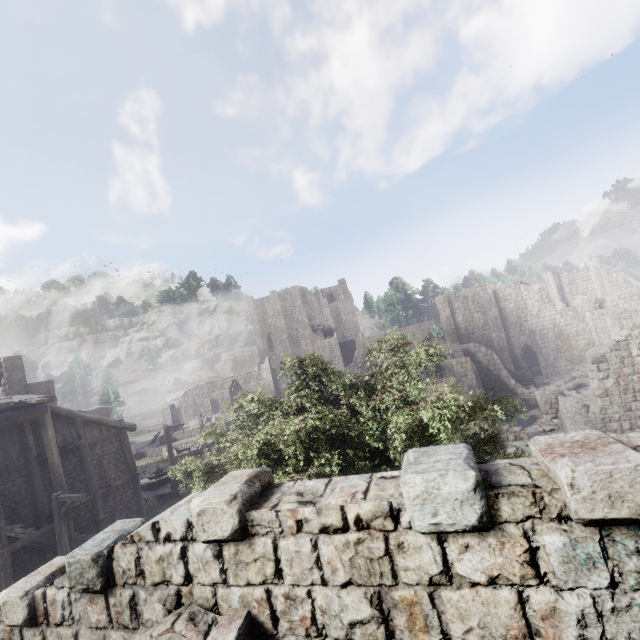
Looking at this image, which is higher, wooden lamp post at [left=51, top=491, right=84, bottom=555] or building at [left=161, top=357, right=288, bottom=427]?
building at [left=161, top=357, right=288, bottom=427]

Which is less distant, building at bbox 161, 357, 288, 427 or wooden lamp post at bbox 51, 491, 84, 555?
wooden lamp post at bbox 51, 491, 84, 555

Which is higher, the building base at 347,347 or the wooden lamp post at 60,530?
the building base at 347,347

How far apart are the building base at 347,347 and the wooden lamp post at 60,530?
47.51m

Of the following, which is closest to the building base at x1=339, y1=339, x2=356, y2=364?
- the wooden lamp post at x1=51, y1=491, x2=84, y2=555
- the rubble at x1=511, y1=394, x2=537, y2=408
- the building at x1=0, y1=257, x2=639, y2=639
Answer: the building at x1=0, y1=257, x2=639, y2=639

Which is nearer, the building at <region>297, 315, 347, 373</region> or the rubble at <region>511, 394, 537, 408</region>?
the rubble at <region>511, 394, 537, 408</region>

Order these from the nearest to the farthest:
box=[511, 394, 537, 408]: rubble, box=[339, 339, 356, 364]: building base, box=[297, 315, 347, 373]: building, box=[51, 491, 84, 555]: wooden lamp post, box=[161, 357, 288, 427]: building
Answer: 1. box=[51, 491, 84, 555]: wooden lamp post
2. box=[511, 394, 537, 408]: rubble
3. box=[161, 357, 288, 427]: building
4. box=[297, 315, 347, 373]: building
5. box=[339, 339, 356, 364]: building base

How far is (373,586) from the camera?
2.85m
